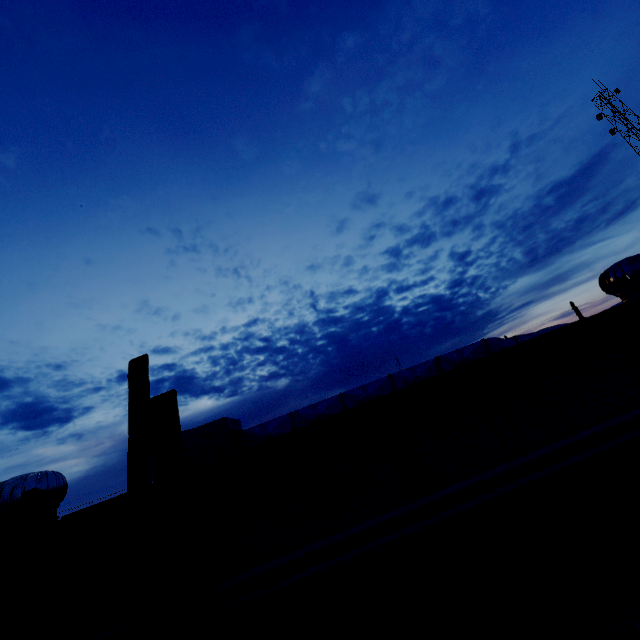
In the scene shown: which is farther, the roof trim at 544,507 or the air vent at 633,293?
the air vent at 633,293

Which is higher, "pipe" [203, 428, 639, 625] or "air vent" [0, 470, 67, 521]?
"air vent" [0, 470, 67, 521]

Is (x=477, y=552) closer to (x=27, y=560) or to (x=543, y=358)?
(x=543, y=358)

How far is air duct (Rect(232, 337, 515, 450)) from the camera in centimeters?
586cm

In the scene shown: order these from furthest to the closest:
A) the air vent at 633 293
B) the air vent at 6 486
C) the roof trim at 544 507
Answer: the air vent at 633 293 → the air vent at 6 486 → the roof trim at 544 507

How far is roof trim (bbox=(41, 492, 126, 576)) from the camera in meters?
1.9 m

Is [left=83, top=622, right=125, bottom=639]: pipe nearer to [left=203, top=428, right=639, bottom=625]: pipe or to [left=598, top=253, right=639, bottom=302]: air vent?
[left=203, top=428, right=639, bottom=625]: pipe

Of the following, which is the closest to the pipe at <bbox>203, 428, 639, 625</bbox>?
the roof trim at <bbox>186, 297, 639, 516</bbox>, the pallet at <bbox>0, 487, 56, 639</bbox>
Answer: the roof trim at <bbox>186, 297, 639, 516</bbox>
